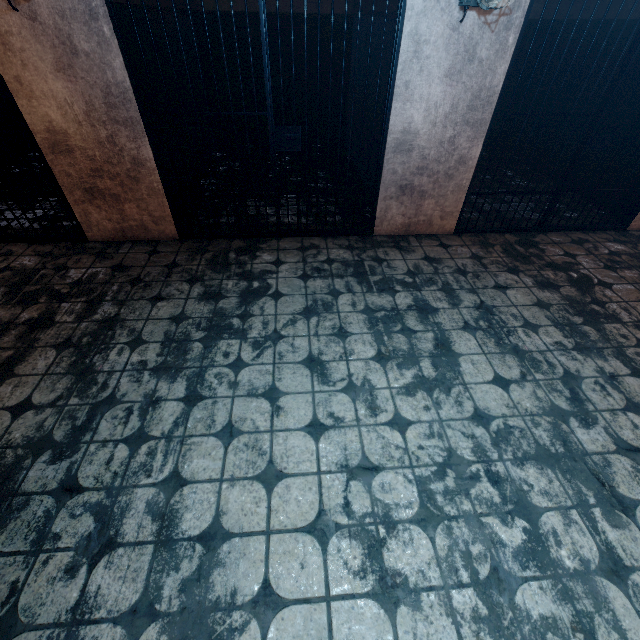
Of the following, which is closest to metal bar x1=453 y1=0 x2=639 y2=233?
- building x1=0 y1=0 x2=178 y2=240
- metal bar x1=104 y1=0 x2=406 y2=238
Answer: building x1=0 y1=0 x2=178 y2=240

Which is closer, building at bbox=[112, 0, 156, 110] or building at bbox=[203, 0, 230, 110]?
building at bbox=[112, 0, 156, 110]

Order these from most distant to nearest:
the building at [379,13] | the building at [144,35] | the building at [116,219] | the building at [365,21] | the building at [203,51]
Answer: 1. the building at [203,51]
2. the building at [365,21]
3. the building at [379,13]
4. the building at [144,35]
5. the building at [116,219]

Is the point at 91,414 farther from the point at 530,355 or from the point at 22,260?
the point at 530,355

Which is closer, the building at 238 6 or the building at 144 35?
the building at 144 35
